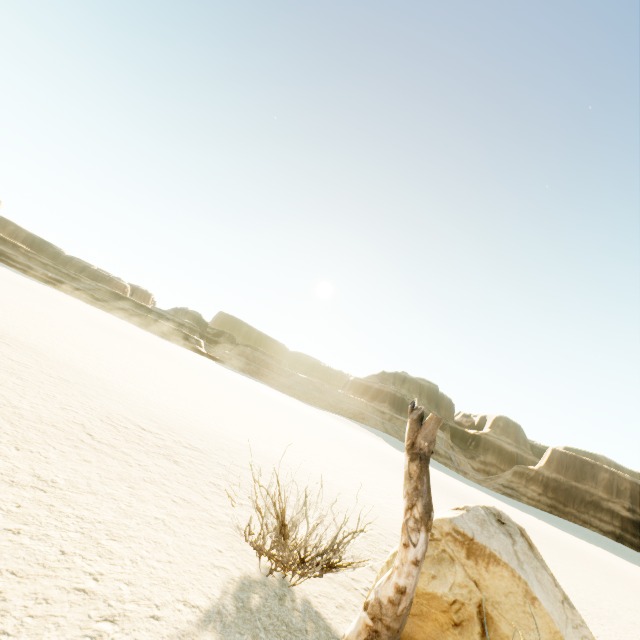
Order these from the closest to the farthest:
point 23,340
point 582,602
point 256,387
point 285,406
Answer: point 582,602 < point 23,340 < point 285,406 < point 256,387
